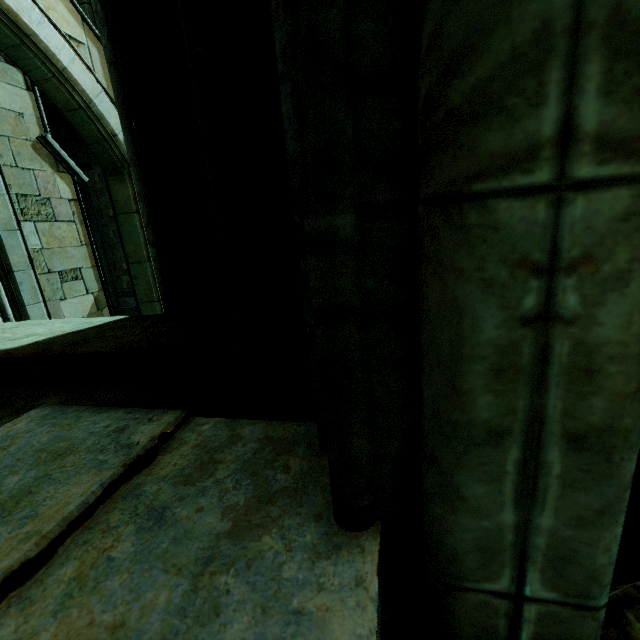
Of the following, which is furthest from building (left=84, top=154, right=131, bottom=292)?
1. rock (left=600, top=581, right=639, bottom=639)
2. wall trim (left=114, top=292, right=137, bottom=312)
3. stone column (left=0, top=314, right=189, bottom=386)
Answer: stone column (left=0, top=314, right=189, bottom=386)

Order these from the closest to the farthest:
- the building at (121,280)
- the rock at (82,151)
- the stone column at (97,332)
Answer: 1. the stone column at (97,332)
2. the rock at (82,151)
3. the building at (121,280)

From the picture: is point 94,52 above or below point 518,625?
above

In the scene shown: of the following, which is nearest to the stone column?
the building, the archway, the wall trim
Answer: the archway

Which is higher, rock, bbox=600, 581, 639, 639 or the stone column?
the stone column

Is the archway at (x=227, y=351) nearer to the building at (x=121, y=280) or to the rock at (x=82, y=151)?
the rock at (x=82, y=151)

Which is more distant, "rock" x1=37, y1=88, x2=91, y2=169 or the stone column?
"rock" x1=37, y1=88, x2=91, y2=169

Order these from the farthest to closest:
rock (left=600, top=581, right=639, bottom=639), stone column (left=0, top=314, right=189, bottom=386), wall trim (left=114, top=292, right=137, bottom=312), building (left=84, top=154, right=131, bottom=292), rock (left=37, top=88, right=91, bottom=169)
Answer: wall trim (left=114, top=292, right=137, bottom=312) → building (left=84, top=154, right=131, bottom=292) → rock (left=37, top=88, right=91, bottom=169) → stone column (left=0, top=314, right=189, bottom=386) → rock (left=600, top=581, right=639, bottom=639)
